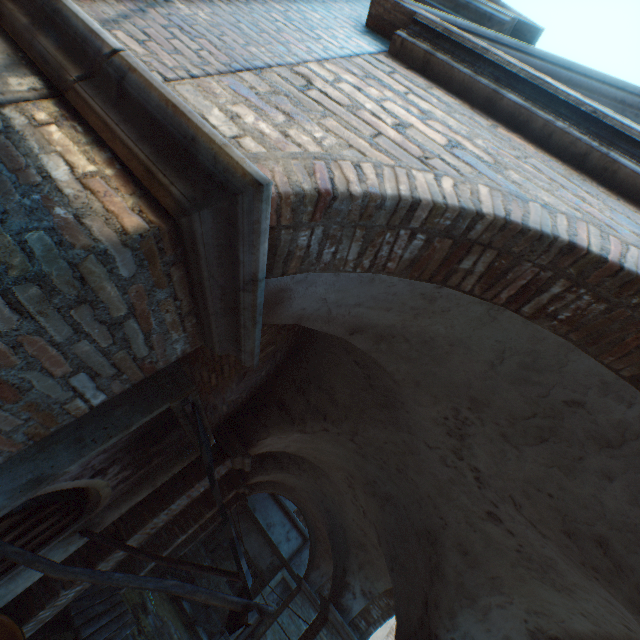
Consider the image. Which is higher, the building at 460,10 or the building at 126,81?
the building at 460,10

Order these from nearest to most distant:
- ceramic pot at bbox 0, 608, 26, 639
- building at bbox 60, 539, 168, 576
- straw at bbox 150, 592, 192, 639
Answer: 1. ceramic pot at bbox 0, 608, 26, 639
2. building at bbox 60, 539, 168, 576
3. straw at bbox 150, 592, 192, 639

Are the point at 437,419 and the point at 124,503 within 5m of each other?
yes

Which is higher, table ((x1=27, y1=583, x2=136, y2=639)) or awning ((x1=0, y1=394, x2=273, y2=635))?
awning ((x1=0, y1=394, x2=273, y2=635))

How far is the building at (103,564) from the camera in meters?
4.3 m

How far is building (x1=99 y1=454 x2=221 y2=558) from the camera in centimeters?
466cm

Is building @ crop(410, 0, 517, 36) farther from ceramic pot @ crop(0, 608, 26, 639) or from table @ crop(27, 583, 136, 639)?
table @ crop(27, 583, 136, 639)
